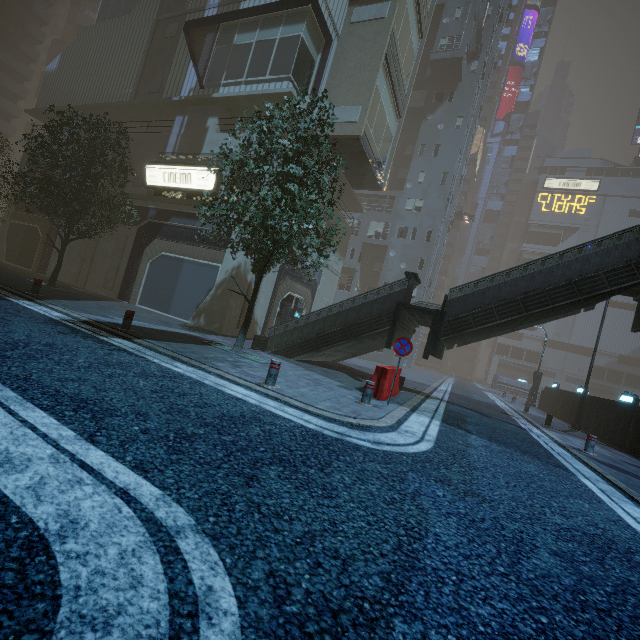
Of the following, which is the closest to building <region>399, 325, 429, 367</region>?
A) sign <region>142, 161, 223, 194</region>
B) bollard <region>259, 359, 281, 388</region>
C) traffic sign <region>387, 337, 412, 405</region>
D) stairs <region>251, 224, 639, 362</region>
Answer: sign <region>142, 161, 223, 194</region>

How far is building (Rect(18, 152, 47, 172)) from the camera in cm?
2427

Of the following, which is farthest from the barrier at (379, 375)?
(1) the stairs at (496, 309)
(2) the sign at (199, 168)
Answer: (2) the sign at (199, 168)

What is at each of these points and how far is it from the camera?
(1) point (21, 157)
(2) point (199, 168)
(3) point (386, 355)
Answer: (1) building, 55.5m
(2) sign, 16.0m
(3) building, 32.2m

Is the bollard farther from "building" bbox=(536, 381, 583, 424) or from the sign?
the sign

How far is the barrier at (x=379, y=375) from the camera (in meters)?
8.97

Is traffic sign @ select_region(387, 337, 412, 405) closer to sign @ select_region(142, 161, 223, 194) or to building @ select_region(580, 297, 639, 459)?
building @ select_region(580, 297, 639, 459)
